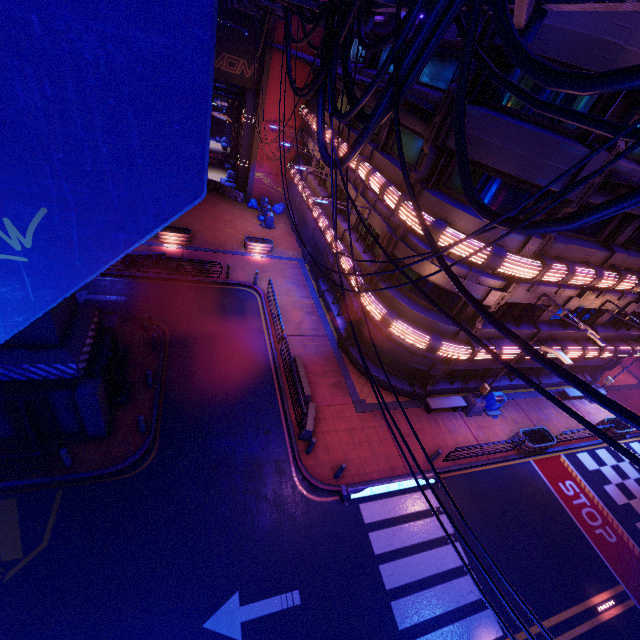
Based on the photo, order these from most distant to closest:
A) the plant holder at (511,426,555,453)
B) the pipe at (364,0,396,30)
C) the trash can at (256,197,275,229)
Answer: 1. the trash can at (256,197,275,229)
2. the plant holder at (511,426,555,453)
3. the pipe at (364,0,396,30)

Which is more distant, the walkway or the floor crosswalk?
the floor crosswalk

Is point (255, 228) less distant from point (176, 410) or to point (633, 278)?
point (176, 410)

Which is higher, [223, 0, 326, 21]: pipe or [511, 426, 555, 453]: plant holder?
[223, 0, 326, 21]: pipe

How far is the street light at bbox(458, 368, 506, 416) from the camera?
17.3 meters

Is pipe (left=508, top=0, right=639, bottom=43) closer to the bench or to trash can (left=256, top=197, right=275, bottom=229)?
trash can (left=256, top=197, right=275, bottom=229)

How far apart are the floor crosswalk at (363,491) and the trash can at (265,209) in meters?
24.2 m

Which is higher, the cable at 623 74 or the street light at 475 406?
the cable at 623 74
